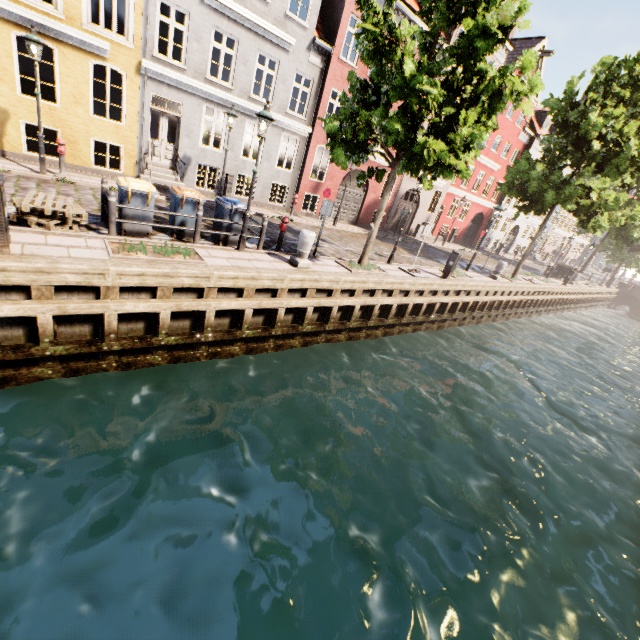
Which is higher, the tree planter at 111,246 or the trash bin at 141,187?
the trash bin at 141,187

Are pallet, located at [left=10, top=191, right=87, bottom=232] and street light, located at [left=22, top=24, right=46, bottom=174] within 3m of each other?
no

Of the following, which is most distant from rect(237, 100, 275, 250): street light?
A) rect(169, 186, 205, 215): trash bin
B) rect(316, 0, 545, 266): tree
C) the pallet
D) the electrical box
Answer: the electrical box

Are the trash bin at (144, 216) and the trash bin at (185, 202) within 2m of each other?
yes

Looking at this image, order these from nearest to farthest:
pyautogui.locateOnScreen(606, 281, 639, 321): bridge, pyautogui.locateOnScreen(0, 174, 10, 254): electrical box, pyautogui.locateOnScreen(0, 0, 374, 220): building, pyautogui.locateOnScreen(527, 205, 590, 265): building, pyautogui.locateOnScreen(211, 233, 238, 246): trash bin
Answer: pyautogui.locateOnScreen(0, 174, 10, 254): electrical box → pyautogui.locateOnScreen(211, 233, 238, 246): trash bin → pyautogui.locateOnScreen(0, 0, 374, 220): building → pyautogui.locateOnScreen(606, 281, 639, 321): bridge → pyautogui.locateOnScreen(527, 205, 590, 265): building

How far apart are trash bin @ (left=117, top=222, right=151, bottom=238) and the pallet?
0.7 meters

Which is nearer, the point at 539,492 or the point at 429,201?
the point at 539,492

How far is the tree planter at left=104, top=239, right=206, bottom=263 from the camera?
6.8m
